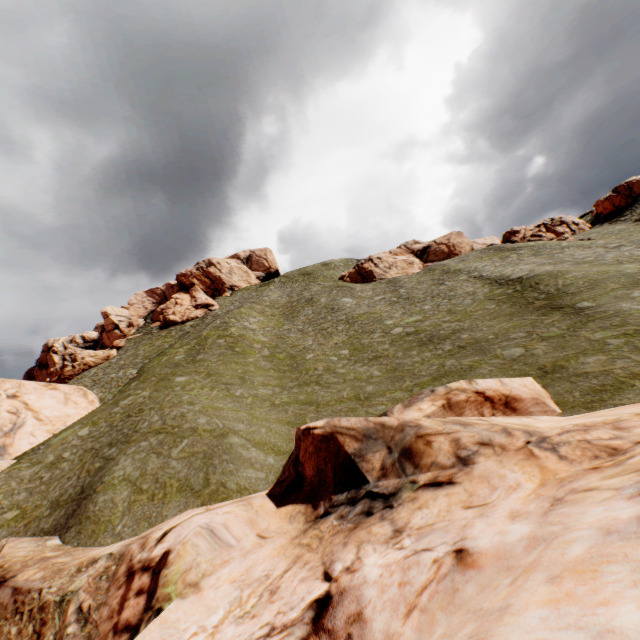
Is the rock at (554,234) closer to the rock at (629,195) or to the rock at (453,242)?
the rock at (629,195)

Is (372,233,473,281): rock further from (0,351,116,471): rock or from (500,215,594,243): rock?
(0,351,116,471): rock

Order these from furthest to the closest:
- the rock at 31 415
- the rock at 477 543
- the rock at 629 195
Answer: the rock at 629 195
the rock at 31 415
the rock at 477 543

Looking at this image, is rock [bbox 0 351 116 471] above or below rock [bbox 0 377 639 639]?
above

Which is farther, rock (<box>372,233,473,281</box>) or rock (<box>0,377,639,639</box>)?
rock (<box>372,233,473,281</box>)

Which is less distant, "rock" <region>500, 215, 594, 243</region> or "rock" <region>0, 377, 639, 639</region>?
"rock" <region>0, 377, 639, 639</region>

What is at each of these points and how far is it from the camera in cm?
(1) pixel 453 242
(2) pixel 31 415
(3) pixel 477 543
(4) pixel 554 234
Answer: Answer:
(1) rock, 5847
(2) rock, 2394
(3) rock, 484
(4) rock, 5225
